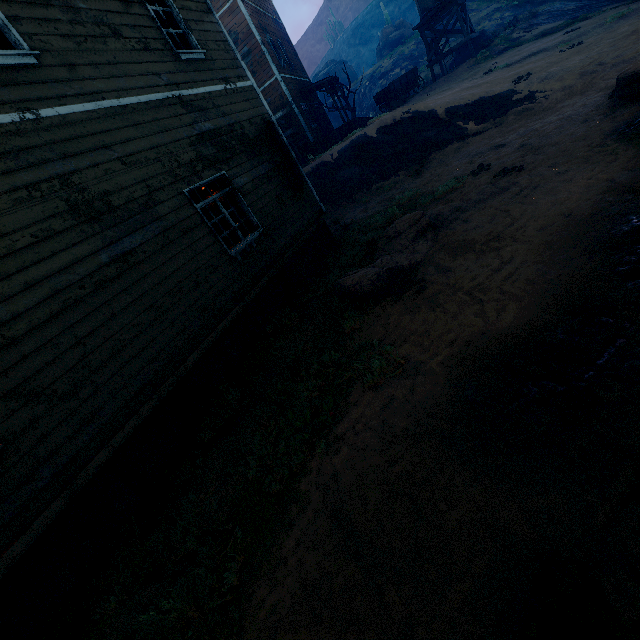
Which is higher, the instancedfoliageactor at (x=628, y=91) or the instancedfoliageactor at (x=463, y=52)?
the instancedfoliageactor at (x=463, y=52)

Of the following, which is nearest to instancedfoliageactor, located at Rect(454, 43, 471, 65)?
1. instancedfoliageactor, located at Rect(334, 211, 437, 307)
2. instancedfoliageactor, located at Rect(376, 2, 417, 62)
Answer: instancedfoliageactor, located at Rect(334, 211, 437, 307)

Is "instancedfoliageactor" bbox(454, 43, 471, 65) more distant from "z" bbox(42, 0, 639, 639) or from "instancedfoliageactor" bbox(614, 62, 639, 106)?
"instancedfoliageactor" bbox(614, 62, 639, 106)

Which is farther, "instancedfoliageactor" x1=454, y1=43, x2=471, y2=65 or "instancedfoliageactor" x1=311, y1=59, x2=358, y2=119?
"instancedfoliageactor" x1=311, y1=59, x2=358, y2=119

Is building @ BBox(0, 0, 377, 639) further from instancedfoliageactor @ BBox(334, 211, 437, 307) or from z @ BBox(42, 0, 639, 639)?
instancedfoliageactor @ BBox(334, 211, 437, 307)

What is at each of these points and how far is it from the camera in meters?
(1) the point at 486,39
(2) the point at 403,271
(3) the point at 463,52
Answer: (1) instancedfoliageactor, 23.8 m
(2) instancedfoliageactor, 5.9 m
(3) instancedfoliageactor, 24.5 m

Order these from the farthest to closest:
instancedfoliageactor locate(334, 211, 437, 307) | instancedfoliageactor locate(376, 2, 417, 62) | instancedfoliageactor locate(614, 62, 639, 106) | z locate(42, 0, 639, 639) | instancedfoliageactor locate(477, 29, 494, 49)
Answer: instancedfoliageactor locate(376, 2, 417, 62)
instancedfoliageactor locate(477, 29, 494, 49)
instancedfoliageactor locate(614, 62, 639, 106)
instancedfoliageactor locate(334, 211, 437, 307)
z locate(42, 0, 639, 639)

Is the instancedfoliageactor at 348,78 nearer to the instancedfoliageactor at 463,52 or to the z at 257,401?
the z at 257,401
